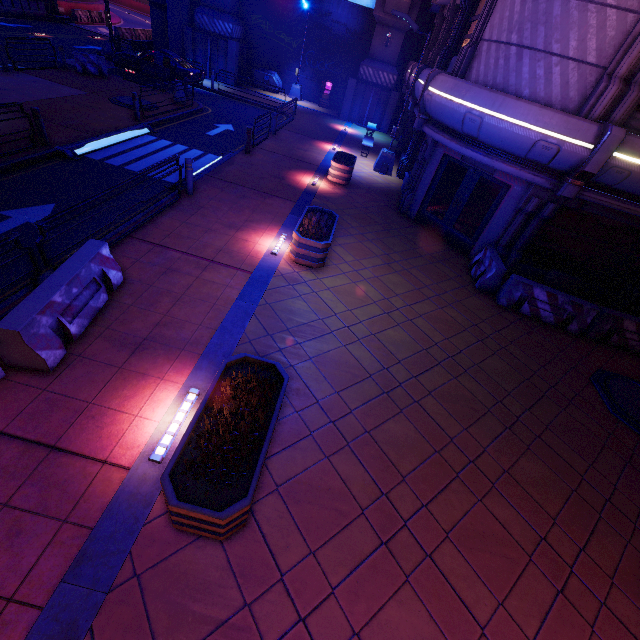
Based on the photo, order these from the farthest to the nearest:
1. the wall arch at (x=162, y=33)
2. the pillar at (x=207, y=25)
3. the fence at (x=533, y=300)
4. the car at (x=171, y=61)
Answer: the wall arch at (x=162, y=33)
the pillar at (x=207, y=25)
the car at (x=171, y=61)
the fence at (x=533, y=300)

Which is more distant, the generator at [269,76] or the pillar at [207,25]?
the generator at [269,76]

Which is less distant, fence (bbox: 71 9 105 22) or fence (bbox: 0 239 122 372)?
fence (bbox: 0 239 122 372)

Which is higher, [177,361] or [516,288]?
[516,288]

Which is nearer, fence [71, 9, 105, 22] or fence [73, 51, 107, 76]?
fence [73, 51, 107, 76]

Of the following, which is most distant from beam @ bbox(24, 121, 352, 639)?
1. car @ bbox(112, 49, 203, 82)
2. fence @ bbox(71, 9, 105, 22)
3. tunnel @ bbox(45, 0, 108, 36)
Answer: fence @ bbox(71, 9, 105, 22)

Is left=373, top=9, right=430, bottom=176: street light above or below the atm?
below

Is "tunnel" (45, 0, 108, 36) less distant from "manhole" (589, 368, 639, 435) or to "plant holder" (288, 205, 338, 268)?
"plant holder" (288, 205, 338, 268)
